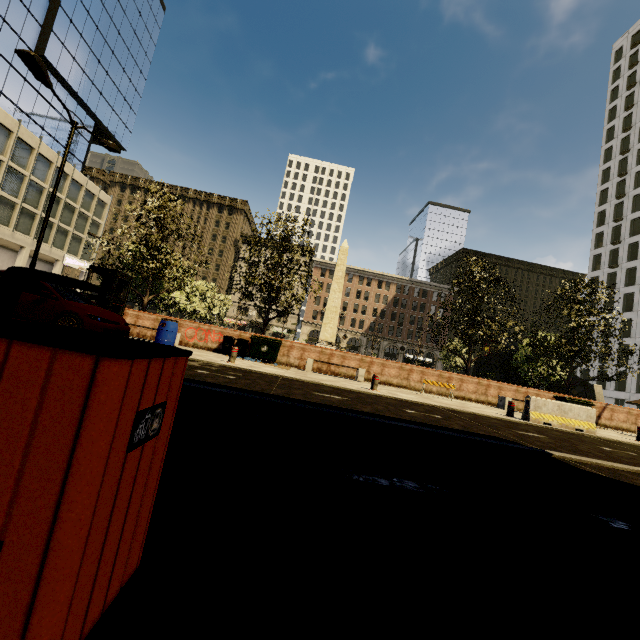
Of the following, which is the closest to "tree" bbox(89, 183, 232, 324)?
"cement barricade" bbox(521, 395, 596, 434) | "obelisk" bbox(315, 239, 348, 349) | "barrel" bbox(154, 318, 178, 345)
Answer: "obelisk" bbox(315, 239, 348, 349)

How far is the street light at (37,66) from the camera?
9.6 meters

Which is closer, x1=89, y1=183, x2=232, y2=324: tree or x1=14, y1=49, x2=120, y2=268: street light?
x1=14, y1=49, x2=120, y2=268: street light

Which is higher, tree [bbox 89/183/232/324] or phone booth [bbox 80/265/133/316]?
tree [bbox 89/183/232/324]

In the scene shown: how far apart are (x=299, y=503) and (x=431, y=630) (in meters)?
0.94

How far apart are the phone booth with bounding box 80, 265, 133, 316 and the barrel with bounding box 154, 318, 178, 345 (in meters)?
4.46

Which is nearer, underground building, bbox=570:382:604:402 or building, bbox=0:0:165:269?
building, bbox=0:0:165:269

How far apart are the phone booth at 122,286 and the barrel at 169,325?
4.5m
